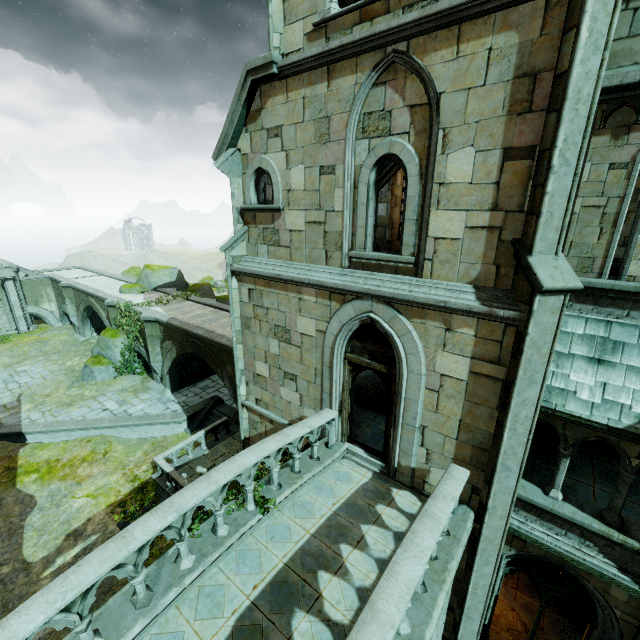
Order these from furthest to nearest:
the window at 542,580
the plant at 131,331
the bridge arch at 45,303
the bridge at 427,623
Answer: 1. the bridge arch at 45,303
2. the plant at 131,331
3. the window at 542,580
4. the bridge at 427,623

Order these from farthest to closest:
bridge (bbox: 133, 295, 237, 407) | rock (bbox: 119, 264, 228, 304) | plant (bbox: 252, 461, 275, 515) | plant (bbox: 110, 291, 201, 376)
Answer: rock (bbox: 119, 264, 228, 304) < plant (bbox: 110, 291, 201, 376) < bridge (bbox: 133, 295, 237, 407) < plant (bbox: 252, 461, 275, 515)

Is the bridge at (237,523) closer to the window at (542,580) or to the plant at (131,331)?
the window at (542,580)

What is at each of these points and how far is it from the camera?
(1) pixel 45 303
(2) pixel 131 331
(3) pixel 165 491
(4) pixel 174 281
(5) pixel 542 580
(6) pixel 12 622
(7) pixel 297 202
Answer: (1) bridge arch, 30.5m
(2) plant, 21.5m
(3) wall trim, 13.1m
(4) rock, 26.2m
(5) window, 7.9m
(6) bridge railing, 3.4m
(7) building, 7.7m

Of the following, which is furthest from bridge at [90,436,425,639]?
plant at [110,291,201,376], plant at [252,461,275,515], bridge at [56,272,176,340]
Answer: plant at [110,291,201,376]

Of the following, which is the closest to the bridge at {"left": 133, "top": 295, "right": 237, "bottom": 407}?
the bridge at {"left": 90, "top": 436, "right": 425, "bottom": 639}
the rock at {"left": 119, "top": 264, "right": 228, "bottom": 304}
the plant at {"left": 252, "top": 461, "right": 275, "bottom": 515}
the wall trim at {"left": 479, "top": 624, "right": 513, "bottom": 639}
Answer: the rock at {"left": 119, "top": 264, "right": 228, "bottom": 304}

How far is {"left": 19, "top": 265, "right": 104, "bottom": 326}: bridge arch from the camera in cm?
2947

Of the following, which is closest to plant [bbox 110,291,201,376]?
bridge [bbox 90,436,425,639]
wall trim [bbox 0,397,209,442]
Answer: wall trim [bbox 0,397,209,442]
